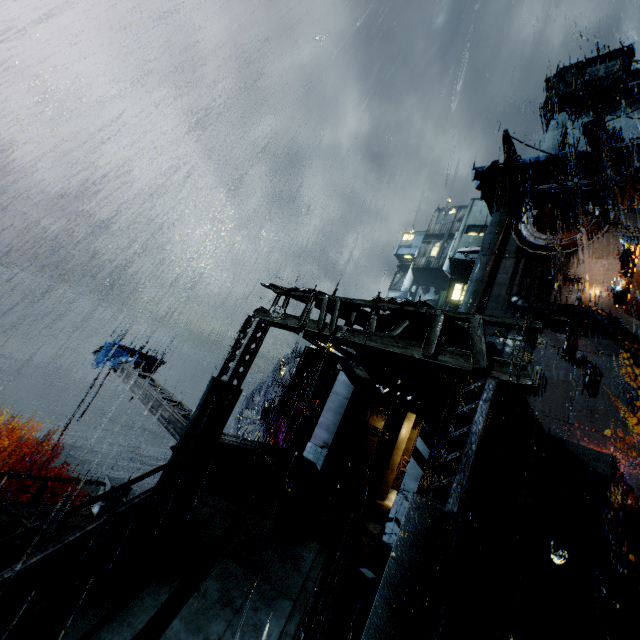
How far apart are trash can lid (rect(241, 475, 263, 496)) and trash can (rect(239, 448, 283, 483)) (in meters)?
0.01

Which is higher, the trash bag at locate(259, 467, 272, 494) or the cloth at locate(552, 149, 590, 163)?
the cloth at locate(552, 149, 590, 163)

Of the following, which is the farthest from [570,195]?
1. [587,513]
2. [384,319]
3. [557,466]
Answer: [384,319]

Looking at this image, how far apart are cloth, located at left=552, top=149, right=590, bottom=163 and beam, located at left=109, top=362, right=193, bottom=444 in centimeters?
3985cm

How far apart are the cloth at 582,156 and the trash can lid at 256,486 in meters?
39.7 m

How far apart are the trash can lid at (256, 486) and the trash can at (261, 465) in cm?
Answer: 1

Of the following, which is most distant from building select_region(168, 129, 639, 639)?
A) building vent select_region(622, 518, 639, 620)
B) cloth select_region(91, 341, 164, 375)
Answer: cloth select_region(91, 341, 164, 375)

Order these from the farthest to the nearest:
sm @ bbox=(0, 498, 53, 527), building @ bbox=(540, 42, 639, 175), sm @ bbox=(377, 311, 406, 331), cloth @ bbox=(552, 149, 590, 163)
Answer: cloth @ bbox=(552, 149, 590, 163)
building @ bbox=(540, 42, 639, 175)
sm @ bbox=(0, 498, 53, 527)
sm @ bbox=(377, 311, 406, 331)
